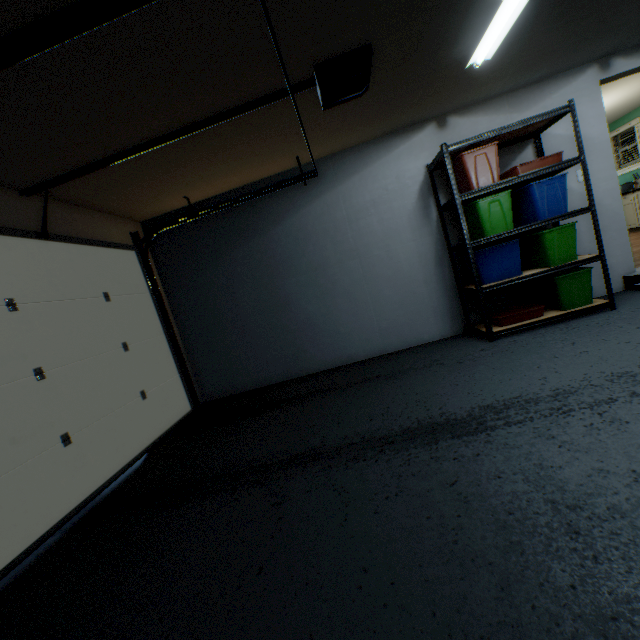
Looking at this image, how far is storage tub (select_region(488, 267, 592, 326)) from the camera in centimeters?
316cm

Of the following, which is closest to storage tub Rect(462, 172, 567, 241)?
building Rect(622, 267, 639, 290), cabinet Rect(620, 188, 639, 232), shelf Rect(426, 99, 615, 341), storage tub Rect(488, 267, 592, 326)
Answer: shelf Rect(426, 99, 615, 341)

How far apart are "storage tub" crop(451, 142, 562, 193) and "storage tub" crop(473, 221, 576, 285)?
0.60m

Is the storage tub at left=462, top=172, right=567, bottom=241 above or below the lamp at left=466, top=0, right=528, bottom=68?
below

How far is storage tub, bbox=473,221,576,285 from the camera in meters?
3.1 m

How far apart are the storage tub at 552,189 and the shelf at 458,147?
0.02m

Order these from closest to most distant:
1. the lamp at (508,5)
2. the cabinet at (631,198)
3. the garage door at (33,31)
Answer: the garage door at (33,31) < the lamp at (508,5) < the cabinet at (631,198)

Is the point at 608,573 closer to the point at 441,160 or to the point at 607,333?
the point at 607,333
